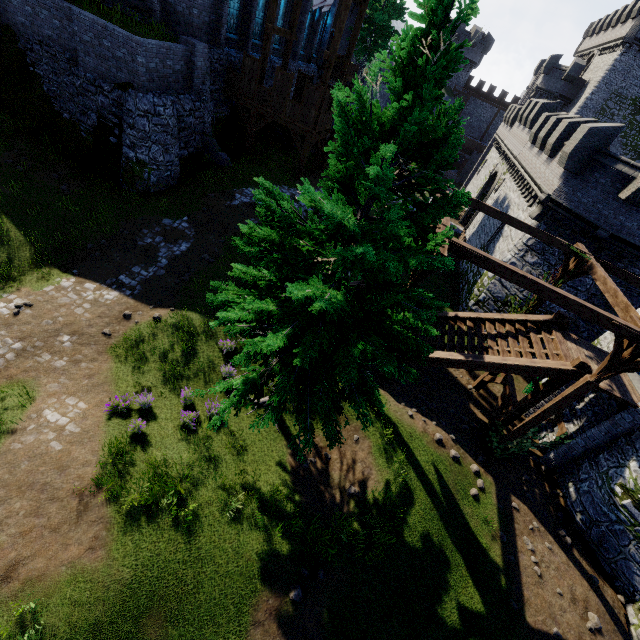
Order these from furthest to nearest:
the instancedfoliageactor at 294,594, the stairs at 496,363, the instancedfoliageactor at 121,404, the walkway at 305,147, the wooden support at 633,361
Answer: the walkway at 305,147 < the stairs at 496,363 < the instancedfoliageactor at 121,404 < the wooden support at 633,361 < the instancedfoliageactor at 294,594

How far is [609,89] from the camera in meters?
35.9 m

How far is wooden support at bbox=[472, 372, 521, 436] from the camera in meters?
12.9

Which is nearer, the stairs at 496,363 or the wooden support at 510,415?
the stairs at 496,363

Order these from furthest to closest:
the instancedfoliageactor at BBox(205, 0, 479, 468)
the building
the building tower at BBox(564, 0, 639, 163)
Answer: the building tower at BBox(564, 0, 639, 163) → the building → the instancedfoliageactor at BBox(205, 0, 479, 468)

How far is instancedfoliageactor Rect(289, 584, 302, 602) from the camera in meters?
7.8 m

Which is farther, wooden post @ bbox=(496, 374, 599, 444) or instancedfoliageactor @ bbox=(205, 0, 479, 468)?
wooden post @ bbox=(496, 374, 599, 444)

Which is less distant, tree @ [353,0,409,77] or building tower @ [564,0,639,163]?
tree @ [353,0,409,77]
